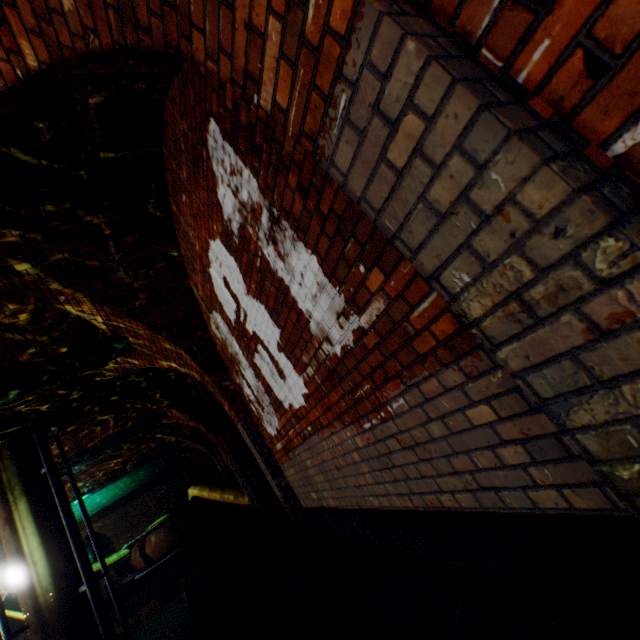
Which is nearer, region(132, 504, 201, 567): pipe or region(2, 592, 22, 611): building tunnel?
region(132, 504, 201, 567): pipe

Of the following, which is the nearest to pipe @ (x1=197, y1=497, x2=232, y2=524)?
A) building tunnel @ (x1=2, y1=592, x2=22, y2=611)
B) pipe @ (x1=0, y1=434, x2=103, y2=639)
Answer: pipe @ (x1=0, y1=434, x2=103, y2=639)

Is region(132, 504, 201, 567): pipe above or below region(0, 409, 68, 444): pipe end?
below

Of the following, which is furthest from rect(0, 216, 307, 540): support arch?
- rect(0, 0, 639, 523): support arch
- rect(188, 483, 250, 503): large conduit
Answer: rect(188, 483, 250, 503): large conduit

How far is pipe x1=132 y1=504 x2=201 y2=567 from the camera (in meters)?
10.84

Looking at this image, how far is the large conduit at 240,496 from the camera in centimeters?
1072cm

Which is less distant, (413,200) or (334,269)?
(413,200)

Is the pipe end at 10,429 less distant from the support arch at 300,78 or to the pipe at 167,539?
the support arch at 300,78
